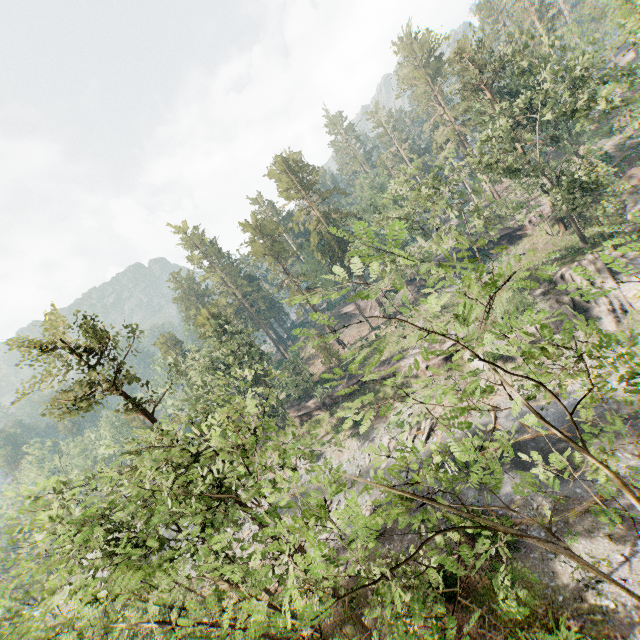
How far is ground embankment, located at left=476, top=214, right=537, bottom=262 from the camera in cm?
4550

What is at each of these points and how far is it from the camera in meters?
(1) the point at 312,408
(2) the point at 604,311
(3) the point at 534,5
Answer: (1) ground embankment, 48.3 m
(2) rock, 28.7 m
(3) foliage, 59.6 m

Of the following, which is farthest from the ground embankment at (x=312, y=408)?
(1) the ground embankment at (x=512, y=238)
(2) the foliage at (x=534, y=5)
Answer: (1) the ground embankment at (x=512, y=238)

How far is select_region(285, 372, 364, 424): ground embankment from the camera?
45.34m

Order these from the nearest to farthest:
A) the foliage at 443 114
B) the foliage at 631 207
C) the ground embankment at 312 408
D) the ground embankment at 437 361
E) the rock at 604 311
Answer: the foliage at 631 207 → the foliage at 443 114 → the rock at 604 311 → the ground embankment at 437 361 → the ground embankment at 312 408

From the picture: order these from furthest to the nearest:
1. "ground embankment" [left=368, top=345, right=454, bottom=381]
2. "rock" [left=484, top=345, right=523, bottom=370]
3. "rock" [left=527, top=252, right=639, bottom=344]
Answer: "ground embankment" [left=368, top=345, right=454, bottom=381], "rock" [left=484, top=345, right=523, bottom=370], "rock" [left=527, top=252, right=639, bottom=344]

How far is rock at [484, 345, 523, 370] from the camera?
31.63m

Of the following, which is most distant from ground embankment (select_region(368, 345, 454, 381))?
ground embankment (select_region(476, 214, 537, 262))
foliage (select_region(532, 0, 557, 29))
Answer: ground embankment (select_region(476, 214, 537, 262))
